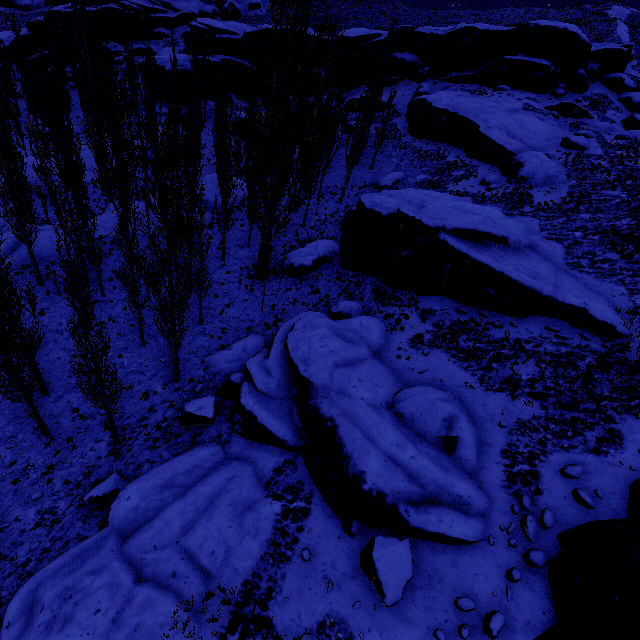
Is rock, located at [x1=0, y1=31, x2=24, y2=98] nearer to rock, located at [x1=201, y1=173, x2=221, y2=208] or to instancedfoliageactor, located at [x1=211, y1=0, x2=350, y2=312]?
instancedfoliageactor, located at [x1=211, y1=0, x2=350, y2=312]

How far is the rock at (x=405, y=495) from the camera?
9.6m

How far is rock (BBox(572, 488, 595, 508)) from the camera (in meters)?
9.03

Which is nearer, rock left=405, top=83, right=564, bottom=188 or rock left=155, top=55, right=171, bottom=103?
rock left=405, top=83, right=564, bottom=188

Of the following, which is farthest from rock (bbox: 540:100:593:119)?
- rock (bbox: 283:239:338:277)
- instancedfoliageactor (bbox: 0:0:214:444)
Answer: rock (bbox: 283:239:338:277)

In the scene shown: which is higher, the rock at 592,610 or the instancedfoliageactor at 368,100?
the instancedfoliageactor at 368,100

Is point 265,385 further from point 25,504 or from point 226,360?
point 25,504
